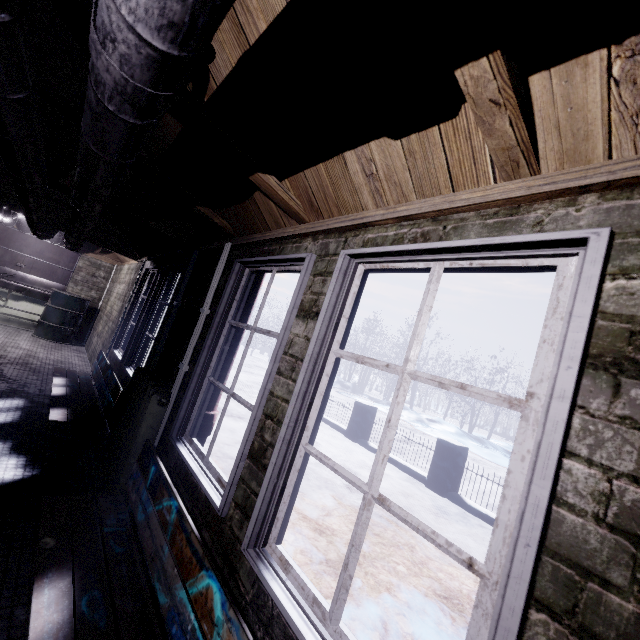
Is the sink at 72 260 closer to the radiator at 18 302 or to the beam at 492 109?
the radiator at 18 302

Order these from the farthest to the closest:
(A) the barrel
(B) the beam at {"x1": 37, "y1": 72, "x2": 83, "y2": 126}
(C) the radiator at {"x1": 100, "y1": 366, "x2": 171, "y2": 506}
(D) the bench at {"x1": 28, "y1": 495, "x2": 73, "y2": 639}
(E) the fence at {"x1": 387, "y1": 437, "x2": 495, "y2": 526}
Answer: (A) the barrel
(E) the fence at {"x1": 387, "y1": 437, "x2": 495, "y2": 526}
(C) the radiator at {"x1": 100, "y1": 366, "x2": 171, "y2": 506}
(B) the beam at {"x1": 37, "y1": 72, "x2": 83, "y2": 126}
(D) the bench at {"x1": 28, "y1": 495, "x2": 73, "y2": 639}

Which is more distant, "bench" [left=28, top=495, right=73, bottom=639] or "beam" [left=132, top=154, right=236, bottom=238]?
"beam" [left=132, top=154, right=236, bottom=238]

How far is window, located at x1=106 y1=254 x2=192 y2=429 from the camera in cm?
319

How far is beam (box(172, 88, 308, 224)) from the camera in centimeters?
129cm

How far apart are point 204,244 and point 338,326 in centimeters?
207cm

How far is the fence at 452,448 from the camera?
5.2m

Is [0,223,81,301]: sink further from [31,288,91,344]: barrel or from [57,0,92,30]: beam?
[57,0,92,30]: beam
